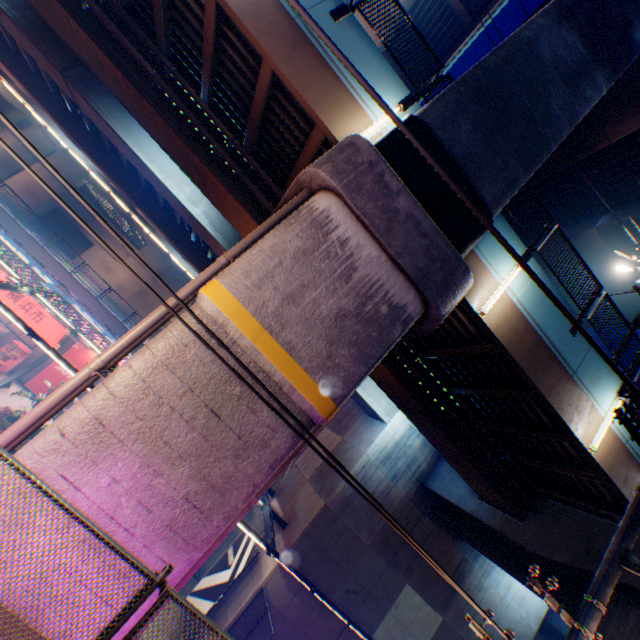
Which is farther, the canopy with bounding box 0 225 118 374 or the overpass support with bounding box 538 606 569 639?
the overpass support with bounding box 538 606 569 639

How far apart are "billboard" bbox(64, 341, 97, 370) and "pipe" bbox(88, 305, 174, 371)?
20.88m

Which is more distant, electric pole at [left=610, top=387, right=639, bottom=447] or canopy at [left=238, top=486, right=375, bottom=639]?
canopy at [left=238, top=486, right=375, bottom=639]

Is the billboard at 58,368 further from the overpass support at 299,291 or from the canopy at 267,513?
the overpass support at 299,291

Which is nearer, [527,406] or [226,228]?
[527,406]

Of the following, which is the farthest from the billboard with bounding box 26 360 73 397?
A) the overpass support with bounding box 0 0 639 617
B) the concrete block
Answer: the overpass support with bounding box 0 0 639 617

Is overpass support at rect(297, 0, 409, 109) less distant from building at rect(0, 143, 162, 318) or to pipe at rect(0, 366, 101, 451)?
pipe at rect(0, 366, 101, 451)

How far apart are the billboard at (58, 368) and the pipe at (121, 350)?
20.9m
